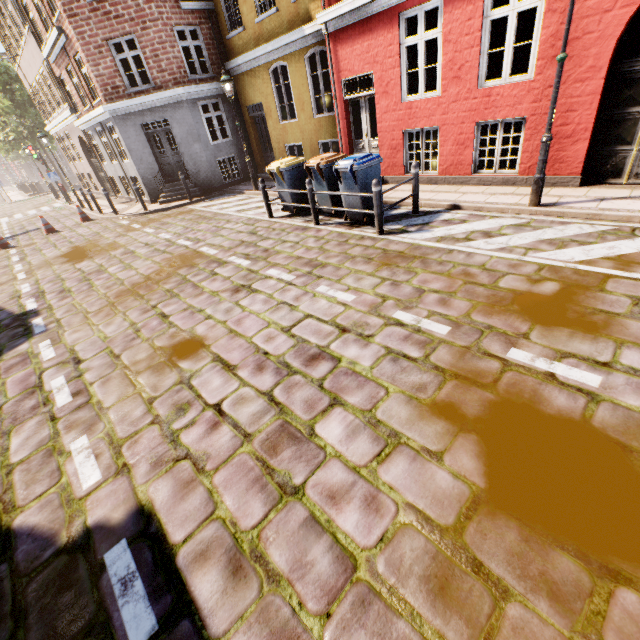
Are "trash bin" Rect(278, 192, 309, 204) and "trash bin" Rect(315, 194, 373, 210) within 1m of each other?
no

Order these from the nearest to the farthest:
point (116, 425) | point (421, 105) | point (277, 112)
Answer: point (116, 425), point (421, 105), point (277, 112)

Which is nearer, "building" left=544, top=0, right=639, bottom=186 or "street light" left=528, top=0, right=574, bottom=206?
"street light" left=528, top=0, right=574, bottom=206

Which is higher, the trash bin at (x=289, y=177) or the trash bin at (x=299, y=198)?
the trash bin at (x=289, y=177)

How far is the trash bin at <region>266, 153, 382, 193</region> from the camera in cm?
676

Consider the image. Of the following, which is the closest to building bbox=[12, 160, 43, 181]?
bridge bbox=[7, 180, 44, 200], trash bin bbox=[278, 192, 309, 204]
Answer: bridge bbox=[7, 180, 44, 200]

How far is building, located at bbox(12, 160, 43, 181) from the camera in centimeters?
5280cm

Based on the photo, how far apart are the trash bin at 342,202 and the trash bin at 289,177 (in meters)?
0.37
